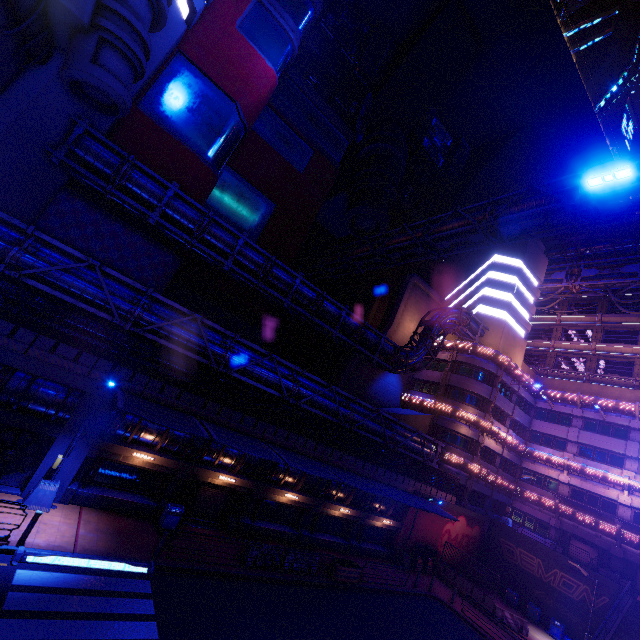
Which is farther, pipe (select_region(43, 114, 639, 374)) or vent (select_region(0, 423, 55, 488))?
pipe (select_region(43, 114, 639, 374))

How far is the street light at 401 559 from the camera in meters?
26.5 m

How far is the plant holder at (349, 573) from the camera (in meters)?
19.55

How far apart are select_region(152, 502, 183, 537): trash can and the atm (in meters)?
20.79

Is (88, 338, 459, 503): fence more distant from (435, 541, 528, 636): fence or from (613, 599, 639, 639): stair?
(613, 599, 639, 639): stair

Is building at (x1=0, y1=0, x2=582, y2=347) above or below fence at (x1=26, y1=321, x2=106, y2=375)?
above

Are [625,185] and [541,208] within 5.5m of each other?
yes

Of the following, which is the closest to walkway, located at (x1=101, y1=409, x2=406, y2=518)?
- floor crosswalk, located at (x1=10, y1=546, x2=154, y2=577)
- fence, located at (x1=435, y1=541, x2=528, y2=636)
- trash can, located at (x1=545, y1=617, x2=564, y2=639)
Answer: floor crosswalk, located at (x1=10, y1=546, x2=154, y2=577)
